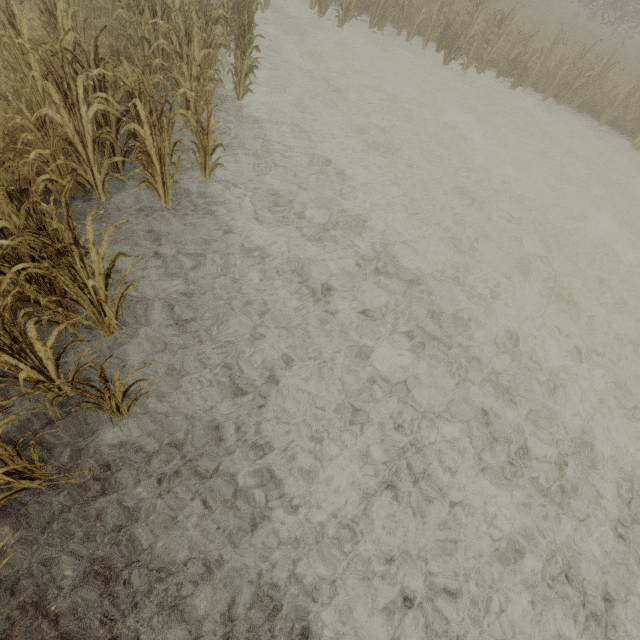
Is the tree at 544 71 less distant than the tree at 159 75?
No

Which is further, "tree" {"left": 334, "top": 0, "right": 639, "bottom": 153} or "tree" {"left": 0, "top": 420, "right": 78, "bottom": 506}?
"tree" {"left": 334, "top": 0, "right": 639, "bottom": 153}

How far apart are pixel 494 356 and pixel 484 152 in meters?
7.7 m
